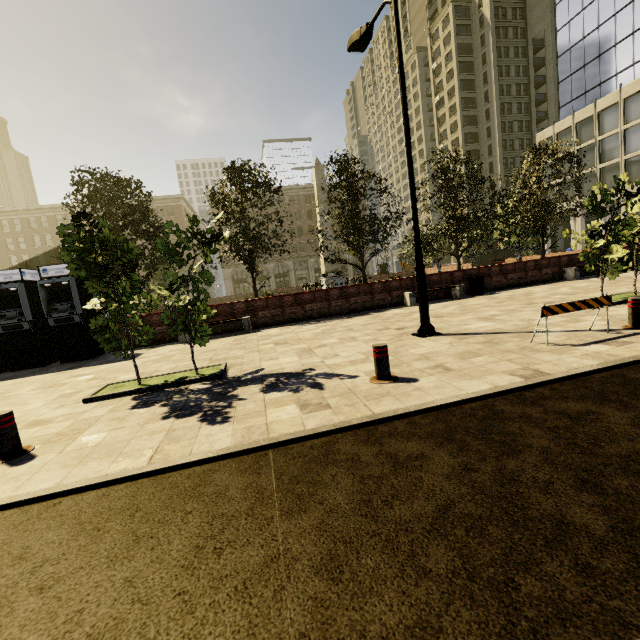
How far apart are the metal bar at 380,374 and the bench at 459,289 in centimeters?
911cm

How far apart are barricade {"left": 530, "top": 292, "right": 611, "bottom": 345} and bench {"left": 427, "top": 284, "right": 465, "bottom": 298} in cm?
776

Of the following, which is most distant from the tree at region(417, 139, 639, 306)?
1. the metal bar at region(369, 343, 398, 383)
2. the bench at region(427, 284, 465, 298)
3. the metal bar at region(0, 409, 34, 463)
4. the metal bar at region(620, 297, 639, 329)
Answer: the bench at region(427, 284, 465, 298)

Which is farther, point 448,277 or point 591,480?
point 448,277

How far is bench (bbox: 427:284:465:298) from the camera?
14.0 meters

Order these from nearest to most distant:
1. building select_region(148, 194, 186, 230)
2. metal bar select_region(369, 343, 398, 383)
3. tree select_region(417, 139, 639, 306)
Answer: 1. metal bar select_region(369, 343, 398, 383)
2. tree select_region(417, 139, 639, 306)
3. building select_region(148, 194, 186, 230)

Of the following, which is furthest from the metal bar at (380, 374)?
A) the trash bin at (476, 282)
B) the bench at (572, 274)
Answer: the bench at (572, 274)

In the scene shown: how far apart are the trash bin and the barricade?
8.61m
